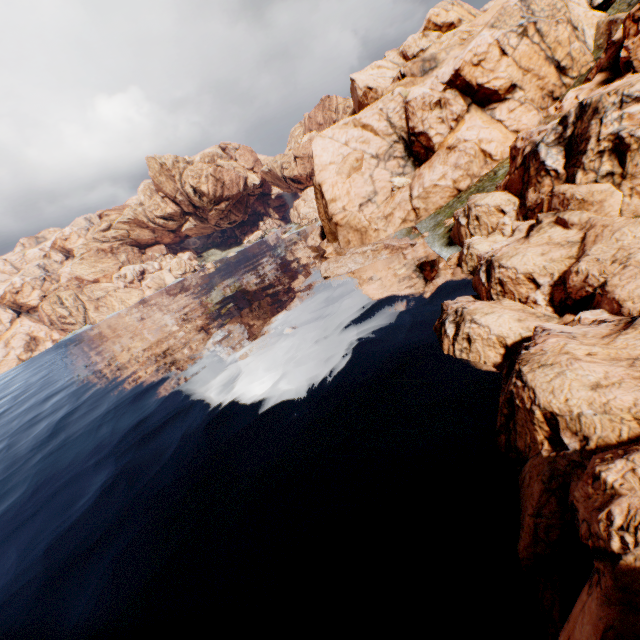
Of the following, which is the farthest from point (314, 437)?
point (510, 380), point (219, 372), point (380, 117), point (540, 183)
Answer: point (380, 117)
